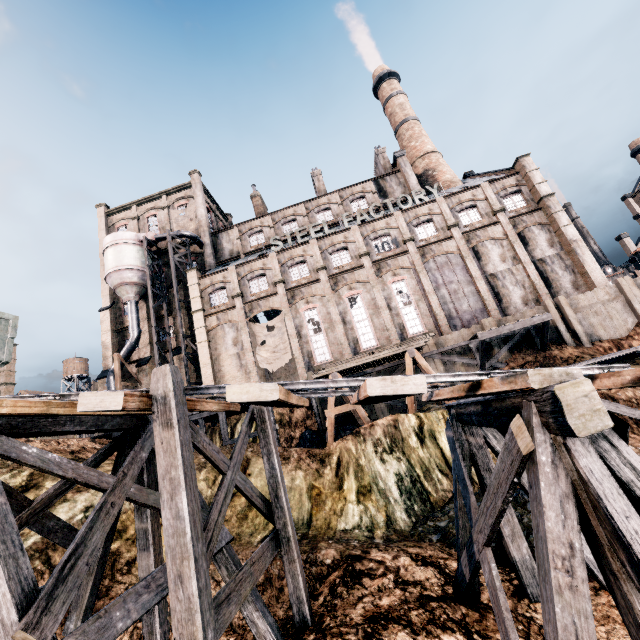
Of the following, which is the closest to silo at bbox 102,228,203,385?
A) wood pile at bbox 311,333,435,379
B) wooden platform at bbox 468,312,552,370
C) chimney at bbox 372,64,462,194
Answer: wood pile at bbox 311,333,435,379

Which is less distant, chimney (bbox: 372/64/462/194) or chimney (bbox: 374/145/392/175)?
chimney (bbox: 372/64/462/194)

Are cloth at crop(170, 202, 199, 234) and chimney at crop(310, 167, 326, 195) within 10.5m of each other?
no

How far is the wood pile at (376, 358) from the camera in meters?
19.6

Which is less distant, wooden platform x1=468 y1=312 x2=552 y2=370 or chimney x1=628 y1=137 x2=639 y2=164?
wooden platform x1=468 y1=312 x2=552 y2=370

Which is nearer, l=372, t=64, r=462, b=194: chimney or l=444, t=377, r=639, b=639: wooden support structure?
l=444, t=377, r=639, b=639: wooden support structure

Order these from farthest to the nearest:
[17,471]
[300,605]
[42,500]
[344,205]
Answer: → [344,205] < [17,471] < [300,605] < [42,500]

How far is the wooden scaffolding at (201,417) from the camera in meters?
20.3 m
